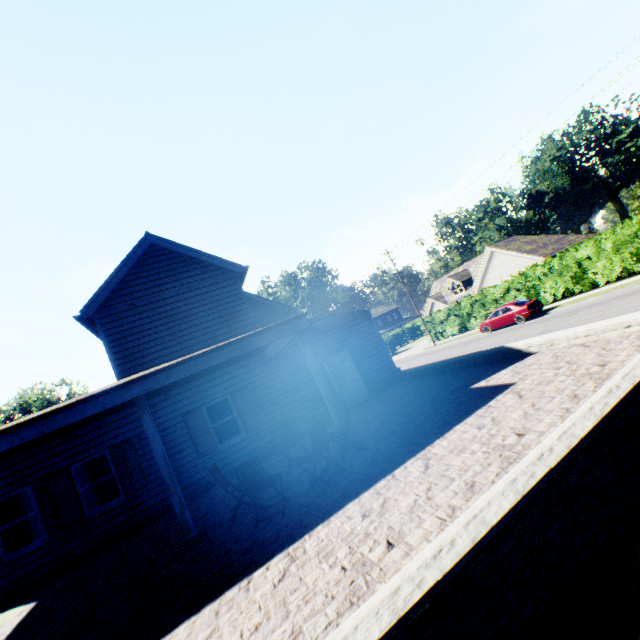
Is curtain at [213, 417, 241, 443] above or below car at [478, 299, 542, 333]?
above

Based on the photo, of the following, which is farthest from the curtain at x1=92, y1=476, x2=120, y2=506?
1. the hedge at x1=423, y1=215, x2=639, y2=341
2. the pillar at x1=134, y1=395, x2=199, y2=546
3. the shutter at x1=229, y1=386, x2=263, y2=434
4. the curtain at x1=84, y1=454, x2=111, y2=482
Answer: the hedge at x1=423, y1=215, x2=639, y2=341

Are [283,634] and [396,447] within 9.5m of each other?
yes

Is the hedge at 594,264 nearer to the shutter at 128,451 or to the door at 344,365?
the door at 344,365

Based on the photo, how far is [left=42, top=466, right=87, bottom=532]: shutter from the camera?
9.31m

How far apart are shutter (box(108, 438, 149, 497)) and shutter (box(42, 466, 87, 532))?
1.06m

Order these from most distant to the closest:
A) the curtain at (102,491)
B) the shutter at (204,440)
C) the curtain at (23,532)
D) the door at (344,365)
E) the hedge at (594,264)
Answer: the hedge at (594,264), the door at (344,365), the shutter at (204,440), the curtain at (102,491), the curtain at (23,532)

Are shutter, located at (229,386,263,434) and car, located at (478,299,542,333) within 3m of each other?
no
